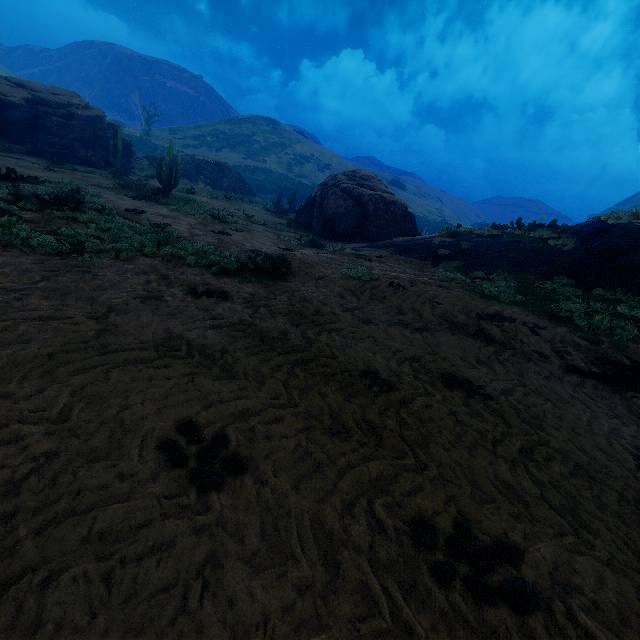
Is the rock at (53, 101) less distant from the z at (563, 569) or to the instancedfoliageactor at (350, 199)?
the instancedfoliageactor at (350, 199)

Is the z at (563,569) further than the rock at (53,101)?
No

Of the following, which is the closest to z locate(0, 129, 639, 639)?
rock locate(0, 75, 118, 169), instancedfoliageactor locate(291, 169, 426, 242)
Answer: instancedfoliageactor locate(291, 169, 426, 242)

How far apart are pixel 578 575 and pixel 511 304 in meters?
6.5

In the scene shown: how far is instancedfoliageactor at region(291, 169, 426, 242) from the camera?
17.86m

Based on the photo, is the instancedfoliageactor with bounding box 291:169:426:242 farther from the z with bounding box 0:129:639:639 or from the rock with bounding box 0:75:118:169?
the z with bounding box 0:129:639:639
